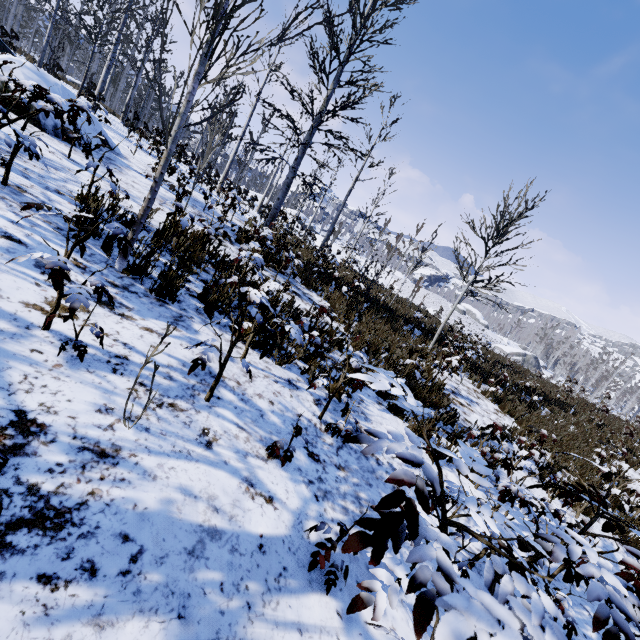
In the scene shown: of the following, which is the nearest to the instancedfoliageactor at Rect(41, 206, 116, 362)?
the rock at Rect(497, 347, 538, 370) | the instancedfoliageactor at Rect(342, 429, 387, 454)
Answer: the instancedfoliageactor at Rect(342, 429, 387, 454)

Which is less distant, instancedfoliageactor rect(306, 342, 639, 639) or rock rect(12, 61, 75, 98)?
instancedfoliageactor rect(306, 342, 639, 639)

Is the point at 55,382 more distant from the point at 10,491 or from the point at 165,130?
the point at 165,130

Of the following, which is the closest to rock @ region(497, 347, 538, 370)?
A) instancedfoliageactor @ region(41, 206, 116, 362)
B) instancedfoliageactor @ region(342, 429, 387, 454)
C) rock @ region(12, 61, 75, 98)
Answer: instancedfoliageactor @ region(41, 206, 116, 362)

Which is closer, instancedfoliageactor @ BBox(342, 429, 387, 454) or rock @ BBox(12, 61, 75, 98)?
instancedfoliageactor @ BBox(342, 429, 387, 454)

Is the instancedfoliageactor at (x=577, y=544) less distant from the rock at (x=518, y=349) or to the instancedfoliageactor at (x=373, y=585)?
the instancedfoliageactor at (x=373, y=585)

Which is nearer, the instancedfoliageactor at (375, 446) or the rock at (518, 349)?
the instancedfoliageactor at (375, 446)

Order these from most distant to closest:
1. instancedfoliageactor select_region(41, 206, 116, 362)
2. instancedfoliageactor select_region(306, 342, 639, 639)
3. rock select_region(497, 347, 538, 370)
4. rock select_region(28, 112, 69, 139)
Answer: rock select_region(497, 347, 538, 370) < rock select_region(28, 112, 69, 139) < instancedfoliageactor select_region(41, 206, 116, 362) < instancedfoliageactor select_region(306, 342, 639, 639)
